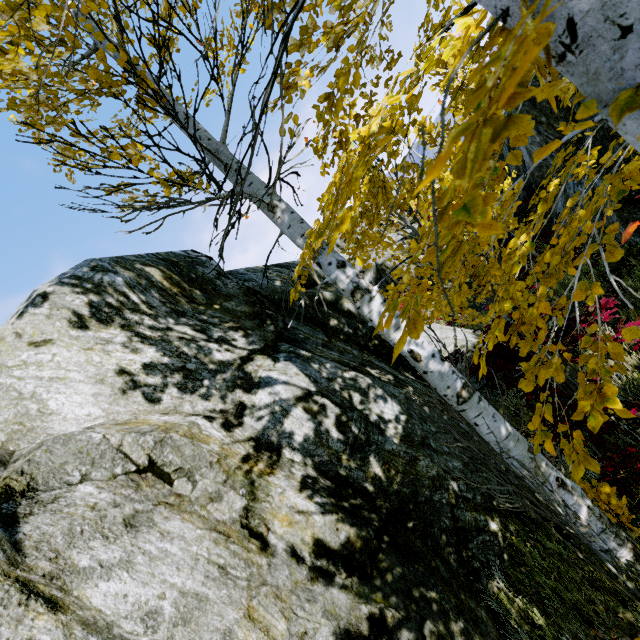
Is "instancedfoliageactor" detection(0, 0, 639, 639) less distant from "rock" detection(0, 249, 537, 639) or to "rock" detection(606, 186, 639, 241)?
"rock" detection(0, 249, 537, 639)

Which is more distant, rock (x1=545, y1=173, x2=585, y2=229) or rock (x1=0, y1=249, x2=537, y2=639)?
rock (x1=545, y1=173, x2=585, y2=229)

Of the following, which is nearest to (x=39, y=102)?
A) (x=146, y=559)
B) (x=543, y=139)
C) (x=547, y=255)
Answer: (x=146, y=559)

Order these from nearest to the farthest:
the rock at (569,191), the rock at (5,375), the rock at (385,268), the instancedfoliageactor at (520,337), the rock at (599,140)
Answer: the instancedfoliageactor at (520,337) → the rock at (5,375) → the rock at (599,140) → the rock at (569,191) → the rock at (385,268)

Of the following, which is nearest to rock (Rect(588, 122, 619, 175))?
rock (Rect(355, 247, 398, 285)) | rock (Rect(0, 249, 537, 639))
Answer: rock (Rect(355, 247, 398, 285))

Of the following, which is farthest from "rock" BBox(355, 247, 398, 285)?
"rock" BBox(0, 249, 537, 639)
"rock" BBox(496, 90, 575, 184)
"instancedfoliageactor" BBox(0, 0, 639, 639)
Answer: "instancedfoliageactor" BBox(0, 0, 639, 639)

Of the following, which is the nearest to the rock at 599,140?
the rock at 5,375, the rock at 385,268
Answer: the rock at 385,268

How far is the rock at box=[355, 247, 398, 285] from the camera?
23.7 meters
